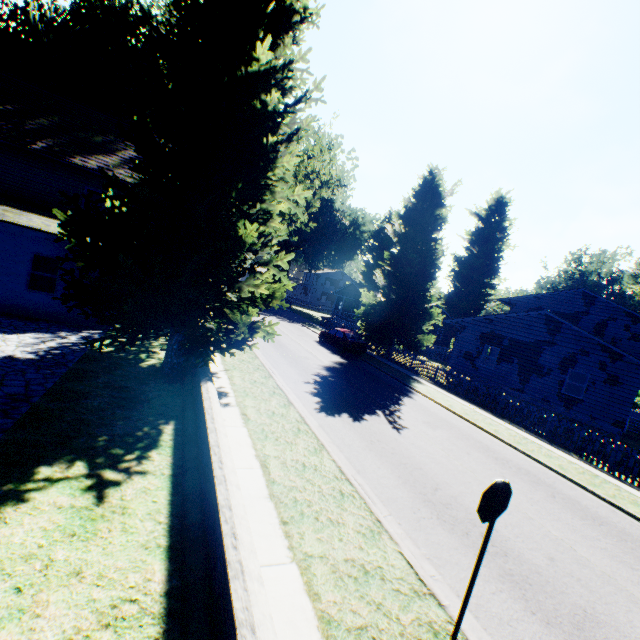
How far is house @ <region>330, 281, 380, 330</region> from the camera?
43.69m

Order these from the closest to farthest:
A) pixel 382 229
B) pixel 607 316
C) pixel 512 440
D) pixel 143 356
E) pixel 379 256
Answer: pixel 143 356 < pixel 512 440 < pixel 607 316 < pixel 382 229 < pixel 379 256

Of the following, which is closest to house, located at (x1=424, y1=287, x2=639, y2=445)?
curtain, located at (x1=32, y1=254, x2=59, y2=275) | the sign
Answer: the sign

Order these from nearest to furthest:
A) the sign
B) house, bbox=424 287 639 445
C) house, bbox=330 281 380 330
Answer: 1. the sign
2. house, bbox=424 287 639 445
3. house, bbox=330 281 380 330

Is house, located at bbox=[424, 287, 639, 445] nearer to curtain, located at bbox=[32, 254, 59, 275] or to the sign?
the sign

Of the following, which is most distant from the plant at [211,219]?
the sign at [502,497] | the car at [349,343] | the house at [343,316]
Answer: the sign at [502,497]

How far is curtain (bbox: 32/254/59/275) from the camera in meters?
12.7 m

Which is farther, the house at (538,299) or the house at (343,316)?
the house at (343,316)
